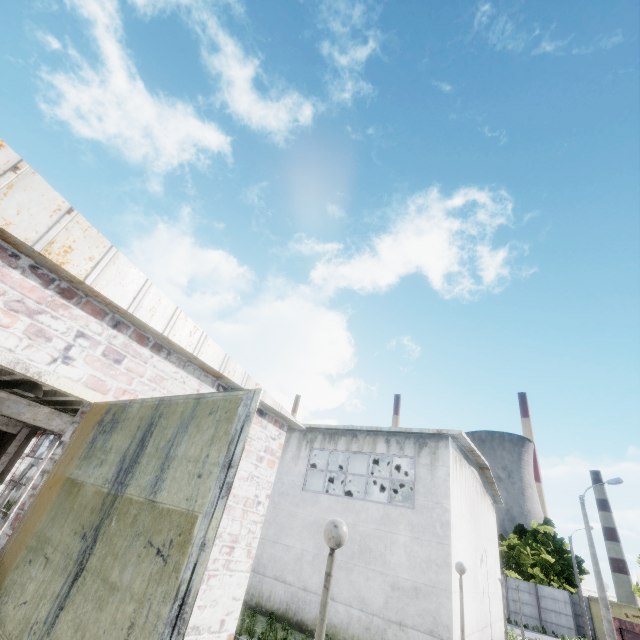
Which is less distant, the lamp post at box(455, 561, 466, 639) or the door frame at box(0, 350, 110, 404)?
the door frame at box(0, 350, 110, 404)

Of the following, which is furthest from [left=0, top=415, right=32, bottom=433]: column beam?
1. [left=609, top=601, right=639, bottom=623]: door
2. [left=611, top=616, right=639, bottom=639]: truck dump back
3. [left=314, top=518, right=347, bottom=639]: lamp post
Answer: [left=609, top=601, right=639, bottom=623]: door

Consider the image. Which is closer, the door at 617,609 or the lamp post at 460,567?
the lamp post at 460,567

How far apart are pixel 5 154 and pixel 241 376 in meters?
3.8

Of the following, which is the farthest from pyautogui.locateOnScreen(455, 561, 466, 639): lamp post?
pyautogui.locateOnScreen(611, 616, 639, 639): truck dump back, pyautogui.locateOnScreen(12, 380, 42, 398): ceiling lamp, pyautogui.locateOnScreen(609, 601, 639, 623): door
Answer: pyautogui.locateOnScreen(609, 601, 639, 623): door

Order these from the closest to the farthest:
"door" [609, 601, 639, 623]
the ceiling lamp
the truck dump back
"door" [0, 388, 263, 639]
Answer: "door" [0, 388, 263, 639], the ceiling lamp, the truck dump back, "door" [609, 601, 639, 623]

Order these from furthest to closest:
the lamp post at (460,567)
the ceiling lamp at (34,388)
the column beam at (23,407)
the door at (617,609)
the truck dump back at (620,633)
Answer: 1. the door at (617,609)
2. the lamp post at (460,567)
3. the column beam at (23,407)
4. the truck dump back at (620,633)
5. the ceiling lamp at (34,388)

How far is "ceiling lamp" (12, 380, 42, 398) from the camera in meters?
5.3 m
